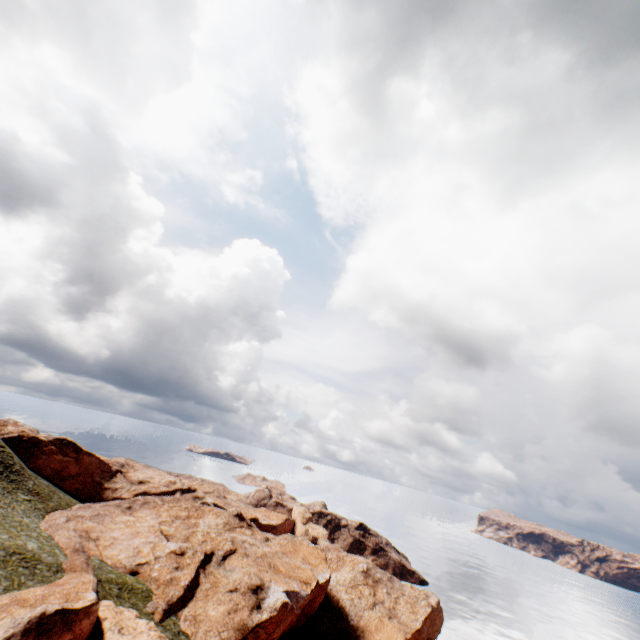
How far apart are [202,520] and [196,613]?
27.57m
